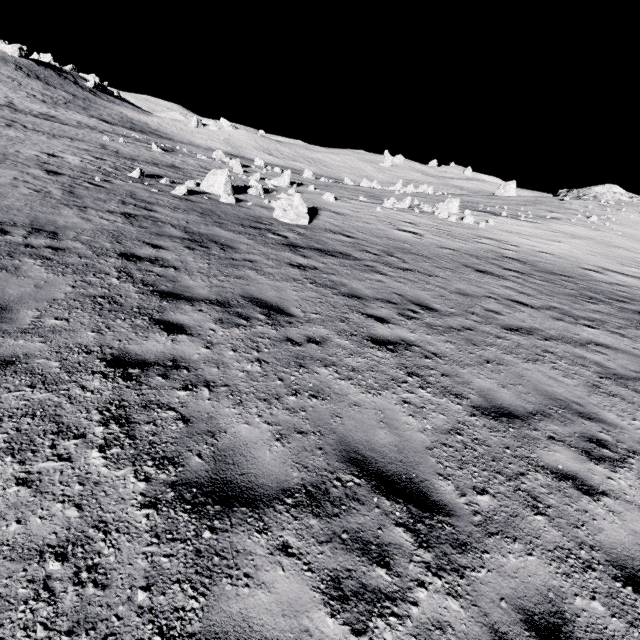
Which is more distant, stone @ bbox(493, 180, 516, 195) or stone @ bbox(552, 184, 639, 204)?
stone @ bbox(493, 180, 516, 195)

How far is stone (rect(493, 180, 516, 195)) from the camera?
54.61m

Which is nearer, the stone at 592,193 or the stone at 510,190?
the stone at 592,193

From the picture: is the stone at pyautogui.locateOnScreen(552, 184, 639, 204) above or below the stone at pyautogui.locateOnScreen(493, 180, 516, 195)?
above

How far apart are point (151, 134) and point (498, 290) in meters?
64.9

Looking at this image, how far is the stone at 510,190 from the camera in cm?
5461
